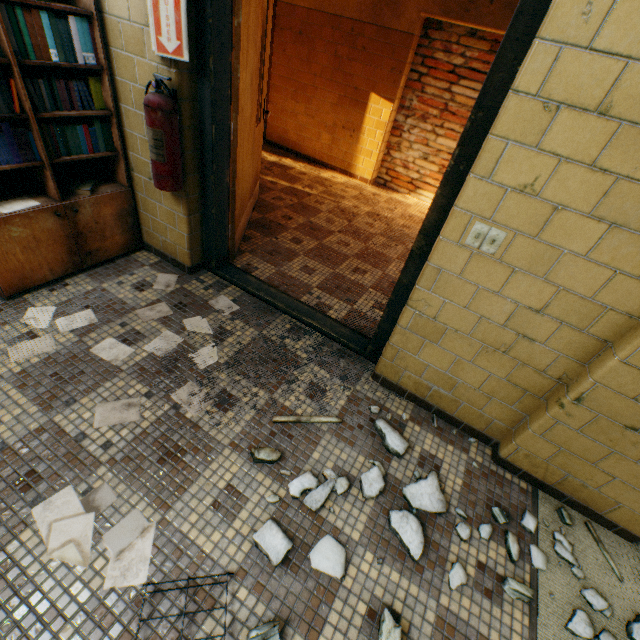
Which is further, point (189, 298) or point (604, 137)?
point (189, 298)

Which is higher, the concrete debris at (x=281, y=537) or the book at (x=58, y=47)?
the book at (x=58, y=47)

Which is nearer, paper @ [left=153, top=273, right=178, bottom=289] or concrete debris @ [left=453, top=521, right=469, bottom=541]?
concrete debris @ [left=453, top=521, right=469, bottom=541]

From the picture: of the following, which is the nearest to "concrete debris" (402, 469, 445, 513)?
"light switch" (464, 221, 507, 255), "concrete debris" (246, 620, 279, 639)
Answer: "concrete debris" (246, 620, 279, 639)

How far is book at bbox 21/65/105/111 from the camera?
1.82m

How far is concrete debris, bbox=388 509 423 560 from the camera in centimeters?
149cm

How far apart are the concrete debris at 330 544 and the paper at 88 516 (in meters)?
0.50

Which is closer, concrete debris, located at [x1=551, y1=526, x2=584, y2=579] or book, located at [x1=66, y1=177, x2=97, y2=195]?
concrete debris, located at [x1=551, y1=526, x2=584, y2=579]
